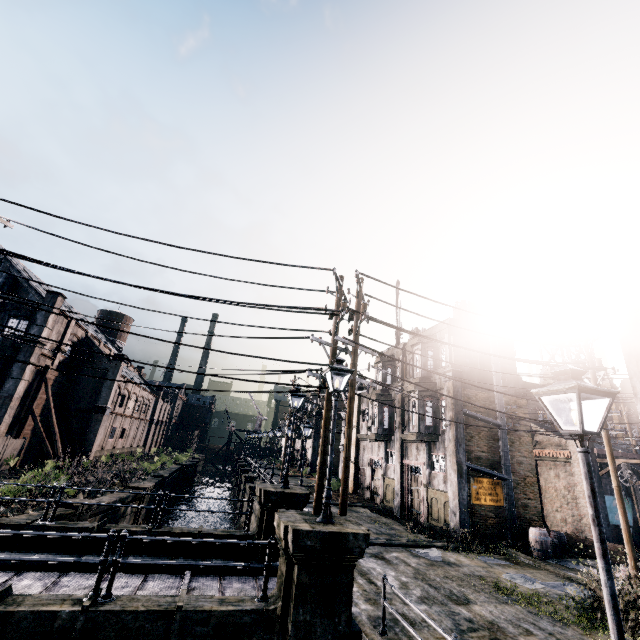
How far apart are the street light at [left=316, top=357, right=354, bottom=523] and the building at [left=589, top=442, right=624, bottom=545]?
22.9 meters

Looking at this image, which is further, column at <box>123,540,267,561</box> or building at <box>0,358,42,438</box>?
building at <box>0,358,42,438</box>

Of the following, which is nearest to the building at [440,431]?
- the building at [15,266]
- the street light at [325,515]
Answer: the street light at [325,515]

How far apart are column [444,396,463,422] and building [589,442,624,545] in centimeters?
1006cm

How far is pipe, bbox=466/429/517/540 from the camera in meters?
19.1 m

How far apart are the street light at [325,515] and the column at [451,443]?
13.38m

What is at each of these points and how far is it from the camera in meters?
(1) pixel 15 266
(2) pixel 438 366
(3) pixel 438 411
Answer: (1) building, 31.2
(2) building, 23.9
(3) building, 22.4

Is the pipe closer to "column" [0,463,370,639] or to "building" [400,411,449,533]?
"building" [400,411,449,533]
